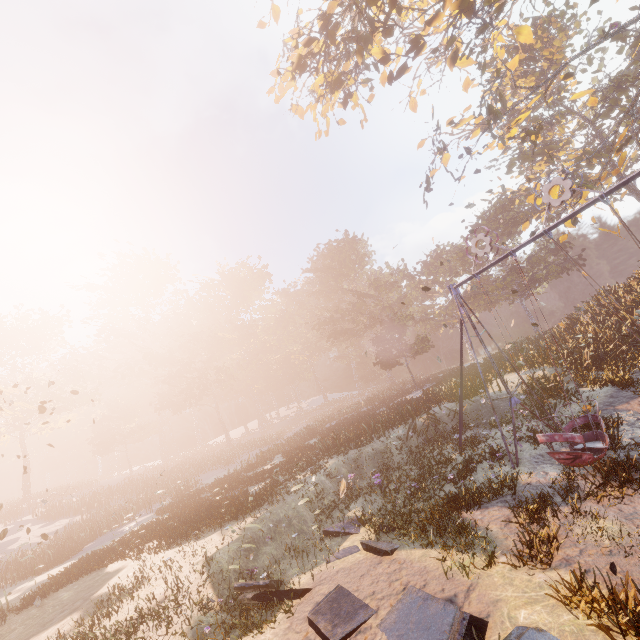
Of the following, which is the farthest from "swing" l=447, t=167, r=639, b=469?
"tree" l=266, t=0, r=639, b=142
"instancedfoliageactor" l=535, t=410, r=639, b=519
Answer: "tree" l=266, t=0, r=639, b=142

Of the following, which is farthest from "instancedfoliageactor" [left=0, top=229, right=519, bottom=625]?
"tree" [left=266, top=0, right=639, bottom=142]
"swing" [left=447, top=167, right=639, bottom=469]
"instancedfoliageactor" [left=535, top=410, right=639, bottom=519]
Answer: "tree" [left=266, top=0, right=639, bottom=142]

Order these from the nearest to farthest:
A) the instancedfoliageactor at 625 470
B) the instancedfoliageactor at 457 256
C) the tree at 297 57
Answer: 1. the instancedfoliageactor at 625 470
2. the instancedfoliageactor at 457 256
3. the tree at 297 57

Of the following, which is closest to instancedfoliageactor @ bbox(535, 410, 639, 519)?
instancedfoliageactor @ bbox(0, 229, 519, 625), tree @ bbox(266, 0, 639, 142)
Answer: tree @ bbox(266, 0, 639, 142)

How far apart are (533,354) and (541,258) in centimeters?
2423cm

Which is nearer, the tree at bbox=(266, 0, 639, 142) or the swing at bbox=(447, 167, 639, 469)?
the swing at bbox=(447, 167, 639, 469)

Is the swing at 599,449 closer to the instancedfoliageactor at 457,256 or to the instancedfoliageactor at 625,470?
the instancedfoliageactor at 625,470
